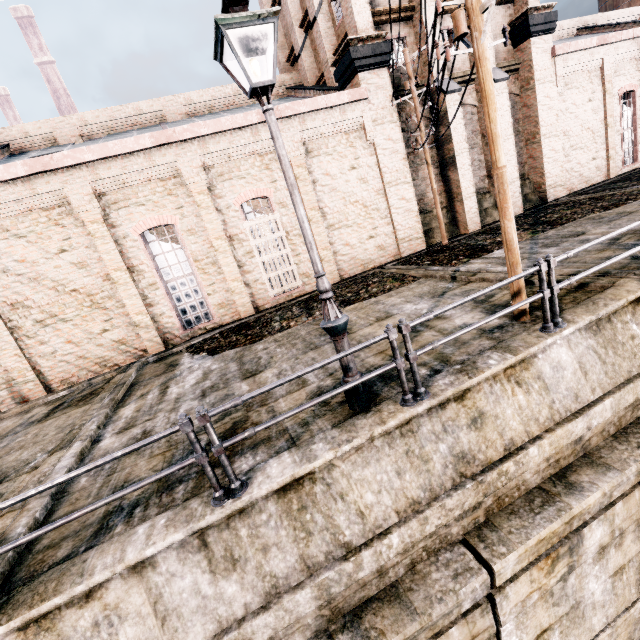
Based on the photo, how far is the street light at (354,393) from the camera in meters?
5.2 m

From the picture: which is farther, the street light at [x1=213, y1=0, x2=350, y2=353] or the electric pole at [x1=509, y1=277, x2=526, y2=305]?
the electric pole at [x1=509, y1=277, x2=526, y2=305]

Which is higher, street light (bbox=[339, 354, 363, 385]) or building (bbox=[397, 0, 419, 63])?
building (bbox=[397, 0, 419, 63])

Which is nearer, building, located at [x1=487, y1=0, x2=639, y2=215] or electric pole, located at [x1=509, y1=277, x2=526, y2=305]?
electric pole, located at [x1=509, y1=277, x2=526, y2=305]

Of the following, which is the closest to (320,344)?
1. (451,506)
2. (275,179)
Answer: (451,506)

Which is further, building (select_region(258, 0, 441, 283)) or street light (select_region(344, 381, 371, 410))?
building (select_region(258, 0, 441, 283))

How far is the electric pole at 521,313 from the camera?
6.5 meters
